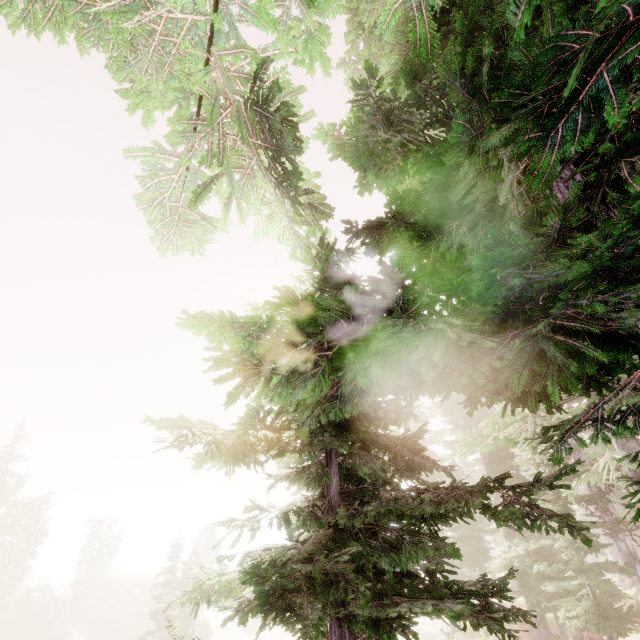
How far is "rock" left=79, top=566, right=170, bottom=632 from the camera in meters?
43.4 m

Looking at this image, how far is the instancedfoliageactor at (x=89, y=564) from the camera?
43.9m

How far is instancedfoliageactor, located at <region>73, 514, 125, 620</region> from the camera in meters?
43.9 m

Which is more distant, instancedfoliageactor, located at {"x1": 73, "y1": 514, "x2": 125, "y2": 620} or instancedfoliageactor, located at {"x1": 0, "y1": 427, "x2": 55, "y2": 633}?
instancedfoliageactor, located at {"x1": 73, "y1": 514, "x2": 125, "y2": 620}

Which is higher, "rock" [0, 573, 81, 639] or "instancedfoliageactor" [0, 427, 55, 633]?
"instancedfoliageactor" [0, 427, 55, 633]

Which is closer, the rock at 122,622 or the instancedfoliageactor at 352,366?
the instancedfoliageactor at 352,366

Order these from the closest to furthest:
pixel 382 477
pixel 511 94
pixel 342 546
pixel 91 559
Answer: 1. pixel 511 94
2. pixel 342 546
3. pixel 382 477
4. pixel 91 559
